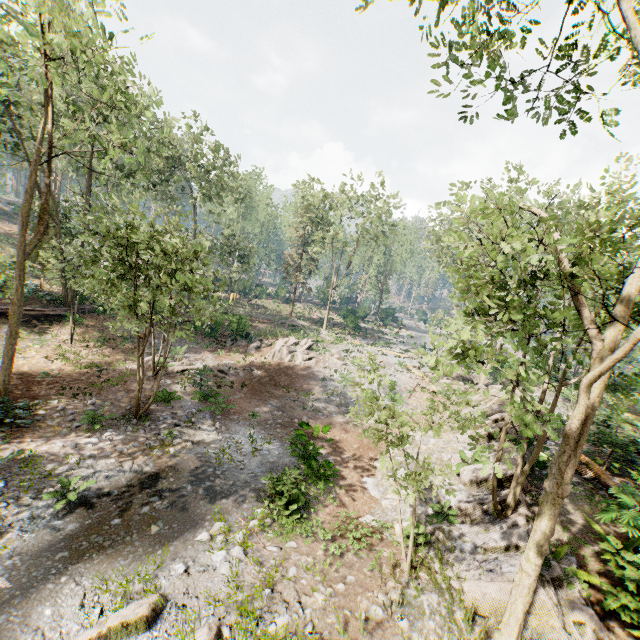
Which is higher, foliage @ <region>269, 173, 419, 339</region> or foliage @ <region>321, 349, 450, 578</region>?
foliage @ <region>269, 173, 419, 339</region>

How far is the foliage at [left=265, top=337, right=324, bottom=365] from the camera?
27.02m

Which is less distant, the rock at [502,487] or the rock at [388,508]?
the rock at [502,487]

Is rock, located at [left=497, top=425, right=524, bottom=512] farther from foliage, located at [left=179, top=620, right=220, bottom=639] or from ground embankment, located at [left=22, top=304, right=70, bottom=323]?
ground embankment, located at [left=22, top=304, right=70, bottom=323]

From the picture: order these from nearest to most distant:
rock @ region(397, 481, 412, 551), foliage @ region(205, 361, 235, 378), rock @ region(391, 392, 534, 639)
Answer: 1. rock @ region(391, 392, 534, 639)
2. rock @ region(397, 481, 412, 551)
3. foliage @ region(205, 361, 235, 378)

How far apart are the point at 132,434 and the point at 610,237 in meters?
16.7

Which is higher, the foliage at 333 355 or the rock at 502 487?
the rock at 502 487
